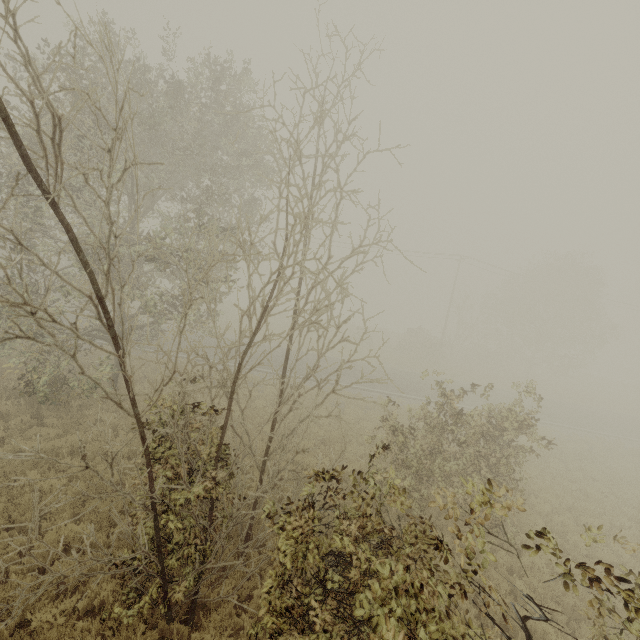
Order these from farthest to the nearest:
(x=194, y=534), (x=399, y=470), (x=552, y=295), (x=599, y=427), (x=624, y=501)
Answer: (x=552, y=295) → (x=599, y=427) → (x=624, y=501) → (x=399, y=470) → (x=194, y=534)
